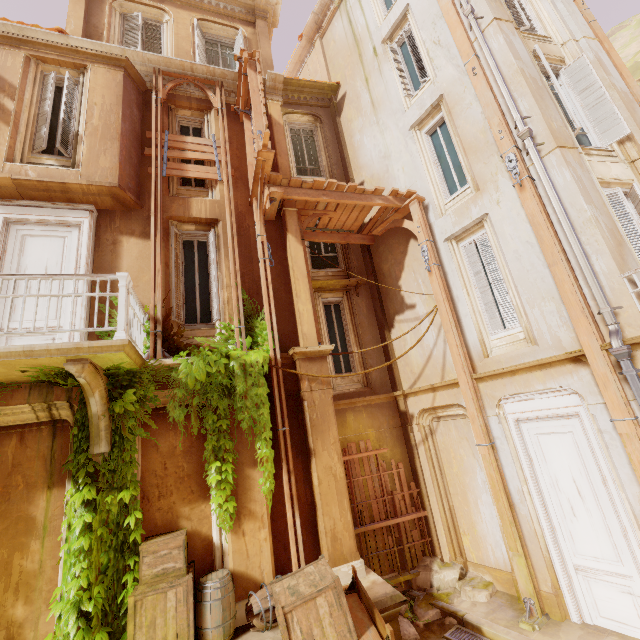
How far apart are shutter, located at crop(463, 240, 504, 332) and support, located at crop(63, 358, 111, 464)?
7.9 meters

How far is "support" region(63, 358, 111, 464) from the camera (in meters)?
4.57

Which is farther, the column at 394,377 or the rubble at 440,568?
the column at 394,377

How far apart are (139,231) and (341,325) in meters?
6.1 m

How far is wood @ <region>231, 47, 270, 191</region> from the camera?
7.3m

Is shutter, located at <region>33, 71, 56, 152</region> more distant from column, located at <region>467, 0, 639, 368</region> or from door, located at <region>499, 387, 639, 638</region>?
door, located at <region>499, 387, 639, 638</region>

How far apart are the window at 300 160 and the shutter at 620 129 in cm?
584

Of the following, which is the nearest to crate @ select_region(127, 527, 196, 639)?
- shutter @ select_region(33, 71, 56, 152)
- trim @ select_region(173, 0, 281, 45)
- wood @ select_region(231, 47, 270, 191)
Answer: wood @ select_region(231, 47, 270, 191)
